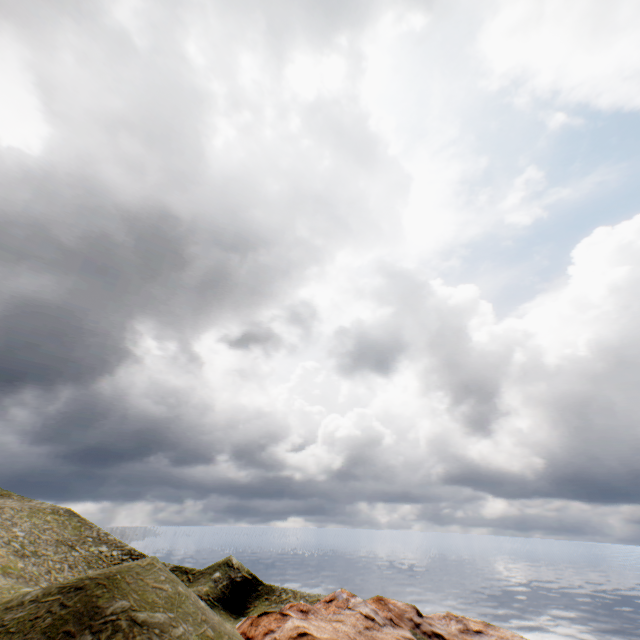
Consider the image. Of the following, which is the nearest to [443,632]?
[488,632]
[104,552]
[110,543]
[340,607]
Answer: [488,632]
